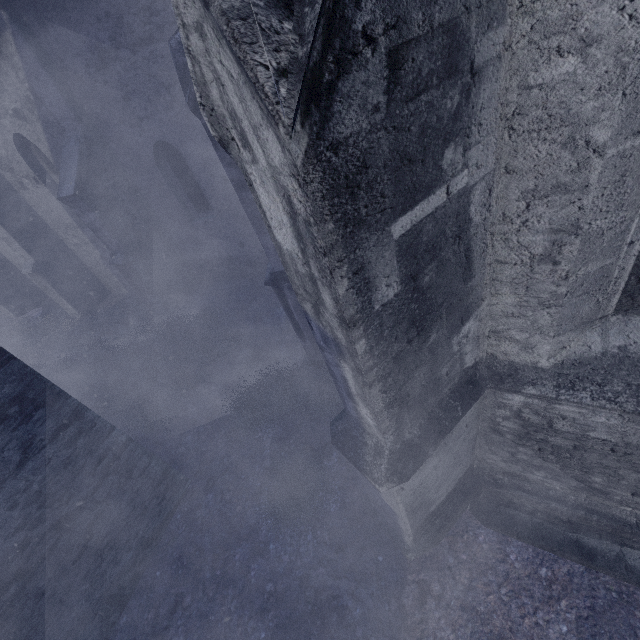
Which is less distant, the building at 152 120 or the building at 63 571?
the building at 152 120

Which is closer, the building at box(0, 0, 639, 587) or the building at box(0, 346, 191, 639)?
the building at box(0, 0, 639, 587)

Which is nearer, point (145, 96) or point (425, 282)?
point (425, 282)
